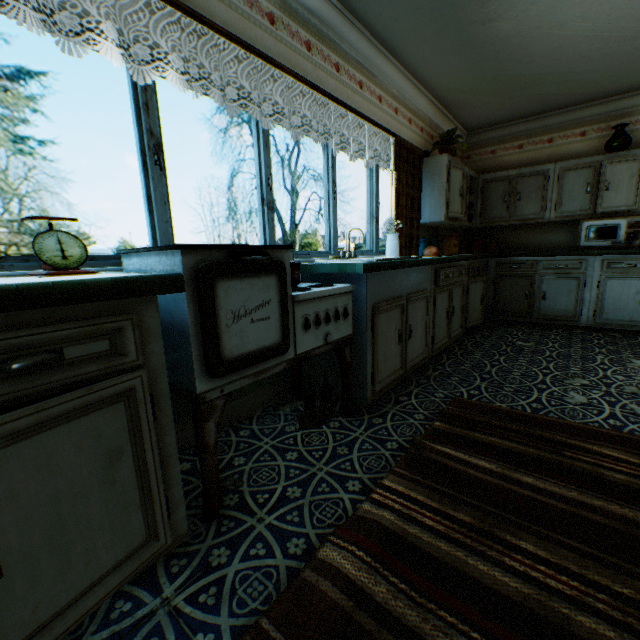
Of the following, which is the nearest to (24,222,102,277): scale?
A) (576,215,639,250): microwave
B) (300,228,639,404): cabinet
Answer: (300,228,639,404): cabinet

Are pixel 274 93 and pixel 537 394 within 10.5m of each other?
yes

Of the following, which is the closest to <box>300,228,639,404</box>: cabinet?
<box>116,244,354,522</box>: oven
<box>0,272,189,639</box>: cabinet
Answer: <box>116,244,354,522</box>: oven

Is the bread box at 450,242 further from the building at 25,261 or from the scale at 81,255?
the scale at 81,255

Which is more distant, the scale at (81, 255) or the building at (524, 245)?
the building at (524, 245)

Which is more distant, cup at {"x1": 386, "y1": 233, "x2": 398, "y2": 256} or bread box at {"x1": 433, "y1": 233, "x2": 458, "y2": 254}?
bread box at {"x1": 433, "y1": 233, "x2": 458, "y2": 254}

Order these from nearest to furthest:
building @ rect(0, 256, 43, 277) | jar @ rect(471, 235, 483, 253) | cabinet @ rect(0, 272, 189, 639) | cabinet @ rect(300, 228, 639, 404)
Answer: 1. cabinet @ rect(0, 272, 189, 639)
2. building @ rect(0, 256, 43, 277)
3. cabinet @ rect(300, 228, 639, 404)
4. jar @ rect(471, 235, 483, 253)

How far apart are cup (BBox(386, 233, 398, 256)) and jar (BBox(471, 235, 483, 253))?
2.8m
